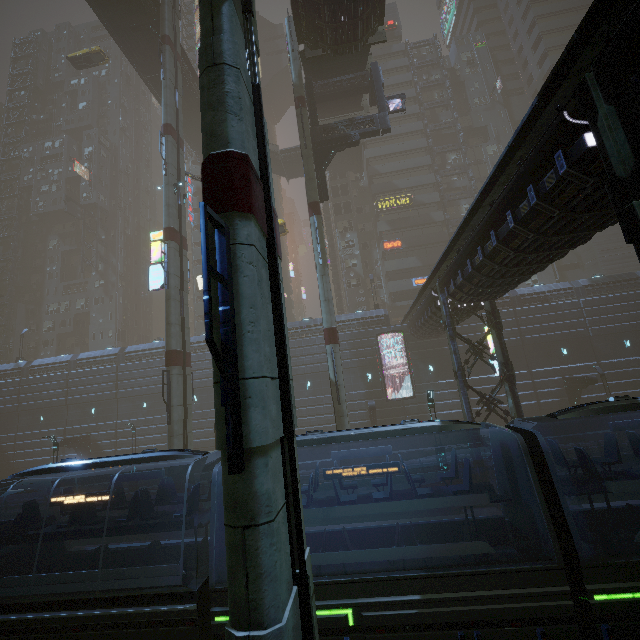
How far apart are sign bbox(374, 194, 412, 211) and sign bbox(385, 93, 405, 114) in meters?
20.0

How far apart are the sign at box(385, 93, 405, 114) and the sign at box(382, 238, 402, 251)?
20.2m

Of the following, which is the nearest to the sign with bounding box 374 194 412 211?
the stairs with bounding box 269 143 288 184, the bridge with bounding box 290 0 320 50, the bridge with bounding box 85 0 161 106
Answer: the stairs with bounding box 269 143 288 184

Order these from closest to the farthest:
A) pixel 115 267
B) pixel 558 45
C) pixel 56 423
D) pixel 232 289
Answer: pixel 232 289
pixel 56 423
pixel 558 45
pixel 115 267

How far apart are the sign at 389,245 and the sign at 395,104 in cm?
2017

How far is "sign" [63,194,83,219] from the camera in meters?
51.3

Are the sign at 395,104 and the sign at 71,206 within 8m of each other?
no

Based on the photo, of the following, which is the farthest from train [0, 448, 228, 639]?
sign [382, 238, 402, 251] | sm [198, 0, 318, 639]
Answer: sign [382, 238, 402, 251]
